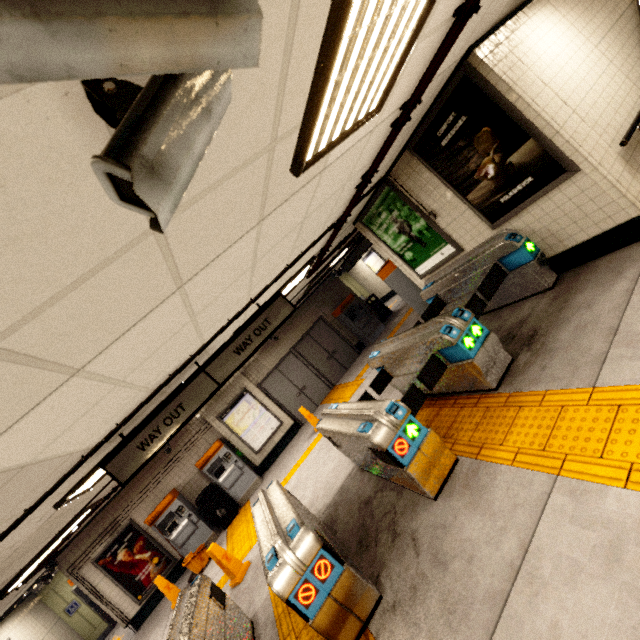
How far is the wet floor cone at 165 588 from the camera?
7.51m

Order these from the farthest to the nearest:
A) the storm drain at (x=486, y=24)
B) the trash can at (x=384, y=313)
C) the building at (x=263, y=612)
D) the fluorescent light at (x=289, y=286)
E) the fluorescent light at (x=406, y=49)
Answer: the trash can at (x=384, y=313)
the fluorescent light at (x=289, y=286)
the building at (x=263, y=612)
the storm drain at (x=486, y=24)
the fluorescent light at (x=406, y=49)

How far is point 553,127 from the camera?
3.5 meters

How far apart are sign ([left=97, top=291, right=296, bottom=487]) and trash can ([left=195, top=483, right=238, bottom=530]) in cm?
619

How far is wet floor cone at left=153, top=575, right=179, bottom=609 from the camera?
7.51m

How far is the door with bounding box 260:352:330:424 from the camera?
11.14m

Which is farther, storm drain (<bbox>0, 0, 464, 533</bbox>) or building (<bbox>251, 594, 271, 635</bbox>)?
building (<bbox>251, 594, 271, 635</bbox>)

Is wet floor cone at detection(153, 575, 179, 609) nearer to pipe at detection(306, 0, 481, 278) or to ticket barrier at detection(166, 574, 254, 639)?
ticket barrier at detection(166, 574, 254, 639)
